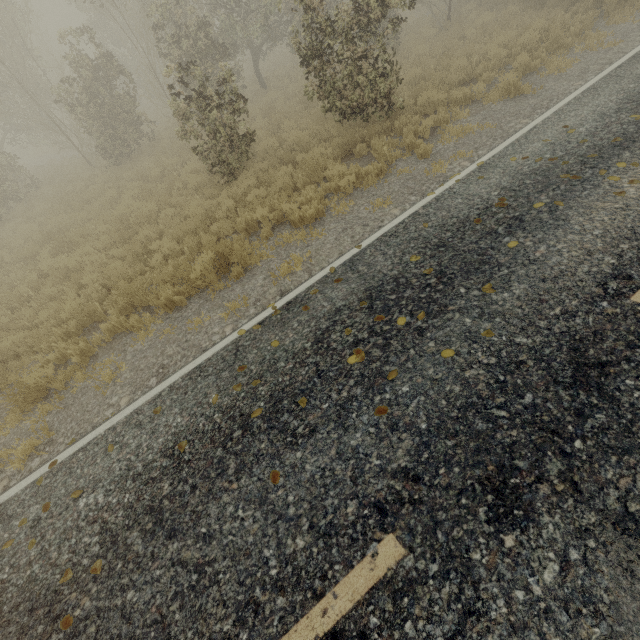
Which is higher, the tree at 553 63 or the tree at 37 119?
the tree at 37 119

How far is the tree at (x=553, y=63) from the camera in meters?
8.4

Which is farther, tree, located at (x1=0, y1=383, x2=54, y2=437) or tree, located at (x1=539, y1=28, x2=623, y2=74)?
tree, located at (x1=539, y1=28, x2=623, y2=74)

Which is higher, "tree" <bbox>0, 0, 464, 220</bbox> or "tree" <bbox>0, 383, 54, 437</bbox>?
"tree" <bbox>0, 0, 464, 220</bbox>

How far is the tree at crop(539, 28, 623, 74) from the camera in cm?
843

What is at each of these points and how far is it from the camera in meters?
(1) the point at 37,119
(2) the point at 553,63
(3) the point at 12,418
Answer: (1) tree, 22.3 m
(2) tree, 8.8 m
(3) tree, 5.6 m
